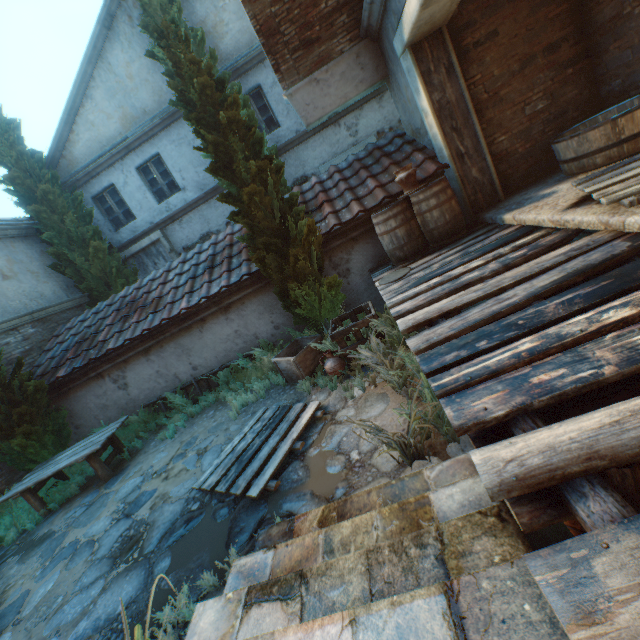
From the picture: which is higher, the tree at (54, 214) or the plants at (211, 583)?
the tree at (54, 214)

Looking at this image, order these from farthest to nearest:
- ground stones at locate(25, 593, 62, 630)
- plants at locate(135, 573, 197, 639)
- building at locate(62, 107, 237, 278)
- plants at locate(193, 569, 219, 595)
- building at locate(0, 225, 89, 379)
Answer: building at locate(62, 107, 237, 278)
building at locate(0, 225, 89, 379)
ground stones at locate(25, 593, 62, 630)
plants at locate(193, 569, 219, 595)
plants at locate(135, 573, 197, 639)

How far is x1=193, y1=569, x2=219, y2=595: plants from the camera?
2.77m

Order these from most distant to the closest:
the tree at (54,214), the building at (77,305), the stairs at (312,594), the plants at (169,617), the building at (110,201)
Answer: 1. the building at (110,201)
2. the tree at (54,214)
3. the building at (77,305)
4. the plants at (169,617)
5. the stairs at (312,594)

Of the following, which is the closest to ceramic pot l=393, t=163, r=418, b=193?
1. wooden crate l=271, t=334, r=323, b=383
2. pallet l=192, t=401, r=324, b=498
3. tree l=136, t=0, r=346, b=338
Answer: tree l=136, t=0, r=346, b=338

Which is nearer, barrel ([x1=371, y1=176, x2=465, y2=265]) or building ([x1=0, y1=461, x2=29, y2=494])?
barrel ([x1=371, y1=176, x2=465, y2=265])

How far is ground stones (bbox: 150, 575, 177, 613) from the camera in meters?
2.9

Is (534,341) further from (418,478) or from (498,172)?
(498,172)
